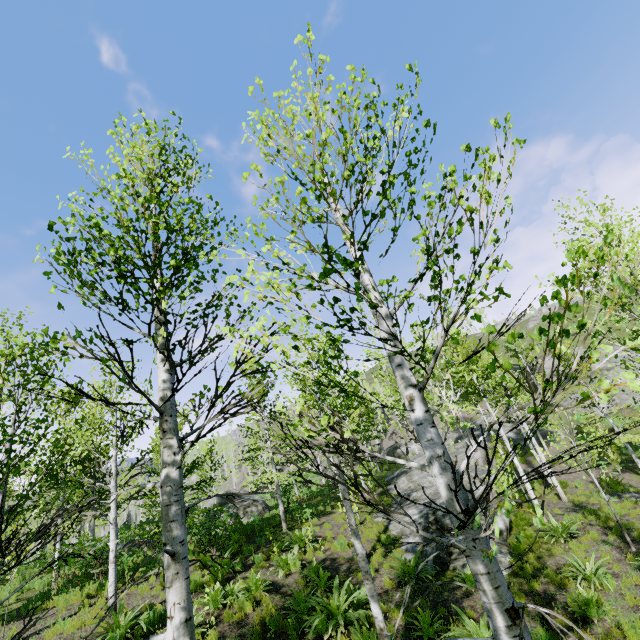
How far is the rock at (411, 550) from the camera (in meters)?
11.57

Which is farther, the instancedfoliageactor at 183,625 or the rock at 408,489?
the rock at 408,489

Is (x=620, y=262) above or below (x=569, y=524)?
above

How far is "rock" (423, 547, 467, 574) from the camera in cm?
1063

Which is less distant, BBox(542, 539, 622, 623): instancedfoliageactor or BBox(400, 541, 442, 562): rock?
BBox(542, 539, 622, 623): instancedfoliageactor

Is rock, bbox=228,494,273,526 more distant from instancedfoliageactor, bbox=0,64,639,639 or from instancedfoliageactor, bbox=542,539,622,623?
instancedfoliageactor, bbox=542,539,622,623
